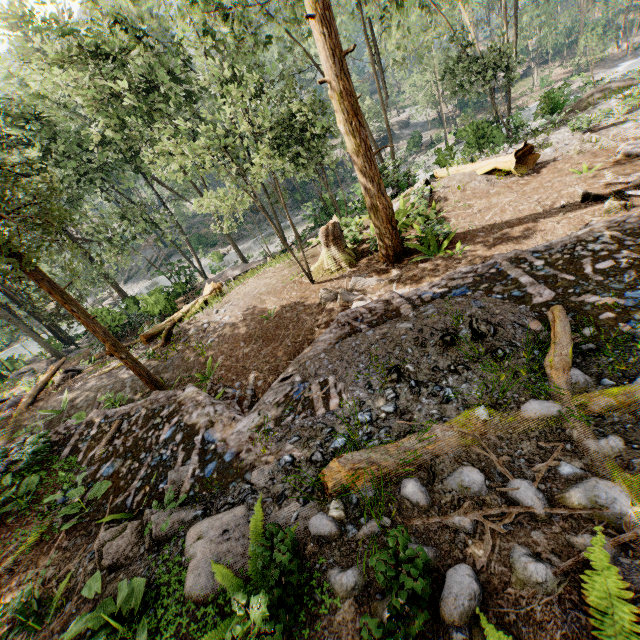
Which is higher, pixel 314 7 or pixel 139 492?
pixel 314 7

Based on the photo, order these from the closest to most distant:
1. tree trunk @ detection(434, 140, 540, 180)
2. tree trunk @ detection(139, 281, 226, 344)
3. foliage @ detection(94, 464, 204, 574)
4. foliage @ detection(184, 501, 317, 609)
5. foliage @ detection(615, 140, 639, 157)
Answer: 1. foliage @ detection(184, 501, 317, 609)
2. foliage @ detection(94, 464, 204, 574)
3. foliage @ detection(615, 140, 639, 157)
4. tree trunk @ detection(434, 140, 540, 180)
5. tree trunk @ detection(139, 281, 226, 344)

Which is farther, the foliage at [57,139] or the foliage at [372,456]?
the foliage at [57,139]

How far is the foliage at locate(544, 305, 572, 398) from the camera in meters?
4.0 m

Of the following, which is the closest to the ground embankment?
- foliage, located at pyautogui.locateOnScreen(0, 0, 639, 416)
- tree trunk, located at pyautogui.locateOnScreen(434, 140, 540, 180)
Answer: foliage, located at pyautogui.locateOnScreen(0, 0, 639, 416)

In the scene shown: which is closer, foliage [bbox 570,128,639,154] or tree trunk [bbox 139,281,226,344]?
foliage [bbox 570,128,639,154]

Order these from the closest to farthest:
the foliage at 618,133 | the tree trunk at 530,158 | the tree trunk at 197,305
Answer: the foliage at 618,133 → the tree trunk at 530,158 → the tree trunk at 197,305
